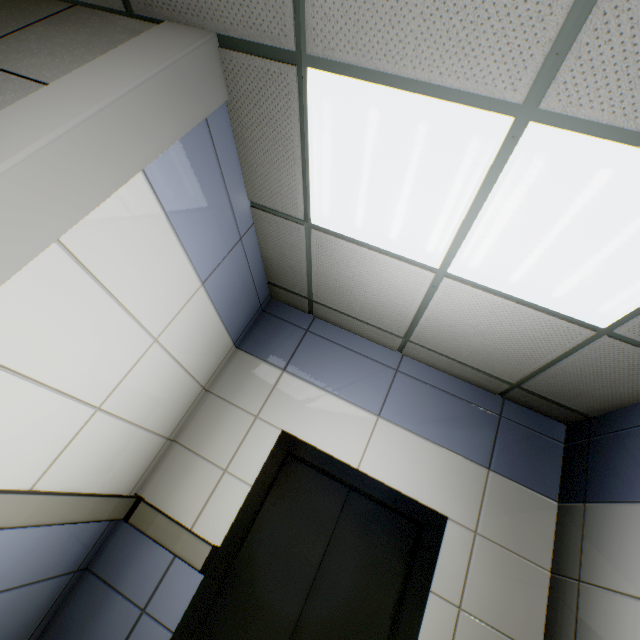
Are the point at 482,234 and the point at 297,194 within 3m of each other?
yes
